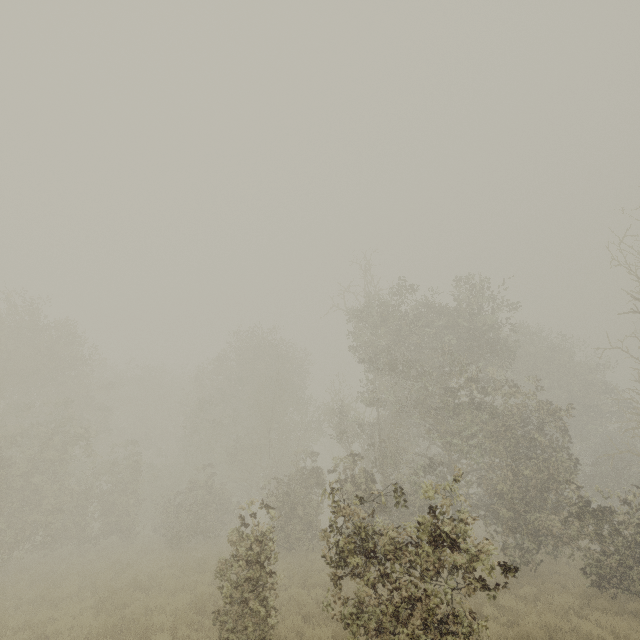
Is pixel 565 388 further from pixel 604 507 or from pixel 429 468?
pixel 604 507
